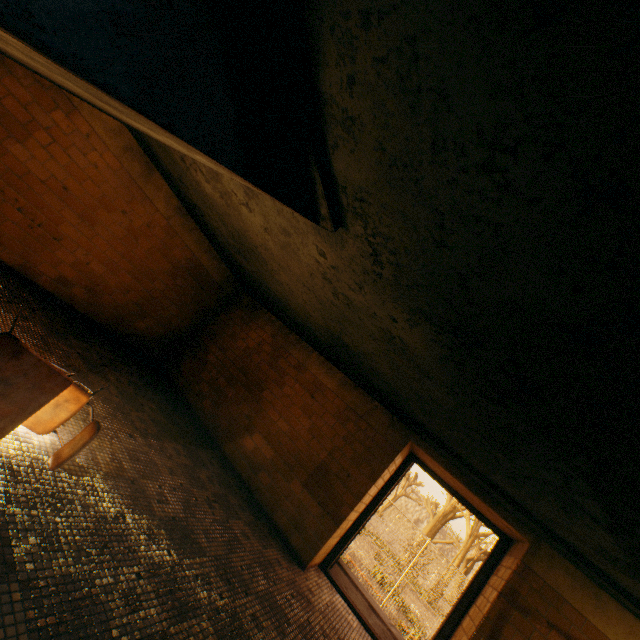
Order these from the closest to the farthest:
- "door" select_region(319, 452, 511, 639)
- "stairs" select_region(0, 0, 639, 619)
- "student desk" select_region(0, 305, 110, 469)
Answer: "stairs" select_region(0, 0, 639, 619) < "student desk" select_region(0, 305, 110, 469) < "door" select_region(319, 452, 511, 639)

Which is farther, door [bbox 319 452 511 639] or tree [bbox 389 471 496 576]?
tree [bbox 389 471 496 576]

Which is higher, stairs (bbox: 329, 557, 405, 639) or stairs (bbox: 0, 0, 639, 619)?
stairs (bbox: 0, 0, 639, 619)

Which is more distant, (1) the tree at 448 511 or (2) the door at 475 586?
(1) the tree at 448 511

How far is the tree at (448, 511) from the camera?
25.65m

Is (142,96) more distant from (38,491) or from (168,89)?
(38,491)

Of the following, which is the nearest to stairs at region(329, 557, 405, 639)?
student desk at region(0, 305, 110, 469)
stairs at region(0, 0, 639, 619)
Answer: stairs at region(0, 0, 639, 619)

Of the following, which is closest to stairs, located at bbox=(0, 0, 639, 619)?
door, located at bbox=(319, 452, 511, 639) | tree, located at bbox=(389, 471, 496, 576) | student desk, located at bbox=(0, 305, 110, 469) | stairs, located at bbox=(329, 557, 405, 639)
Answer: door, located at bbox=(319, 452, 511, 639)
